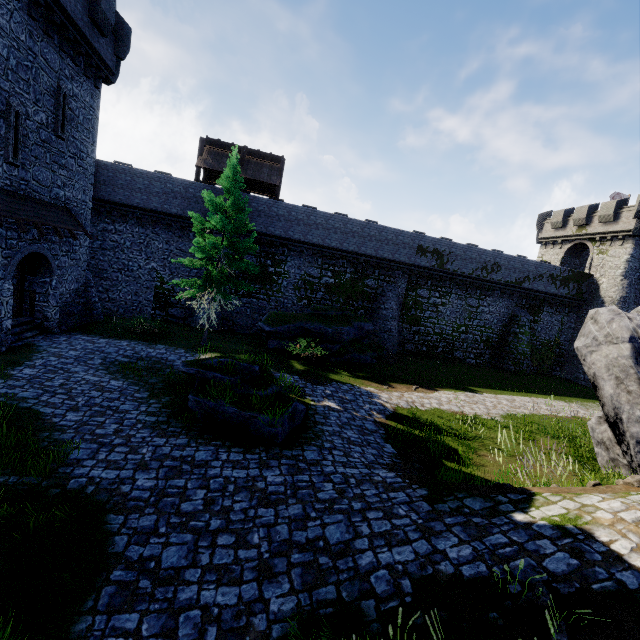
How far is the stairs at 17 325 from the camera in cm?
1433

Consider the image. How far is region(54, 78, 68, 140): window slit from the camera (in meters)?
14.47

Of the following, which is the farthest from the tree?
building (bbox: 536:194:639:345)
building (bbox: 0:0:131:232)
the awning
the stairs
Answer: building (bbox: 536:194:639:345)

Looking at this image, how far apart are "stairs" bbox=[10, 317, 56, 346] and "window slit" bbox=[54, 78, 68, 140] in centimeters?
865cm

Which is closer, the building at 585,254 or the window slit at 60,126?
the window slit at 60,126

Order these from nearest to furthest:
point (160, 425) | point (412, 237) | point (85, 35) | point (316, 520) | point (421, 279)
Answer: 1. point (316, 520)
2. point (160, 425)
3. point (85, 35)
4. point (412, 237)
5. point (421, 279)

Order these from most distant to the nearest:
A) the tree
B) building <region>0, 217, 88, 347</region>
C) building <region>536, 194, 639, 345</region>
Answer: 1. building <region>536, 194, 639, 345</region>
2. the tree
3. building <region>0, 217, 88, 347</region>

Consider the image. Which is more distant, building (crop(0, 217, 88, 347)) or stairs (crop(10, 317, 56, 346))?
stairs (crop(10, 317, 56, 346))
